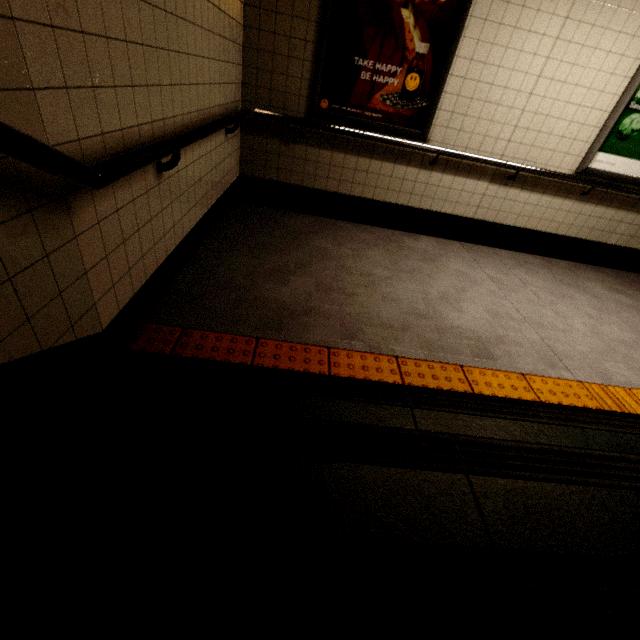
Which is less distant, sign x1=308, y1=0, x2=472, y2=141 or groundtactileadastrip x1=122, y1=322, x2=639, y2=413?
groundtactileadastrip x1=122, y1=322, x2=639, y2=413

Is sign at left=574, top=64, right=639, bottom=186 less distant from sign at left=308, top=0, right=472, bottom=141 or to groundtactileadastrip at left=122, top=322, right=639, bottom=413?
sign at left=308, top=0, right=472, bottom=141

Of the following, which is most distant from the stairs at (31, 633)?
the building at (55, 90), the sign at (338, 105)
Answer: the sign at (338, 105)

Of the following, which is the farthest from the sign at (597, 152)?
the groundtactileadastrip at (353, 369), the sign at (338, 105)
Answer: the groundtactileadastrip at (353, 369)

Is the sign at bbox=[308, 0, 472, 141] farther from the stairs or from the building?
the stairs

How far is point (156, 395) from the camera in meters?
1.3 m

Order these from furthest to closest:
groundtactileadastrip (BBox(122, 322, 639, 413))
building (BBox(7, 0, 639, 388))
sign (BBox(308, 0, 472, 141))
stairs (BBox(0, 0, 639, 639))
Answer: sign (BBox(308, 0, 472, 141)), groundtactileadastrip (BBox(122, 322, 639, 413)), building (BBox(7, 0, 639, 388)), stairs (BBox(0, 0, 639, 639))

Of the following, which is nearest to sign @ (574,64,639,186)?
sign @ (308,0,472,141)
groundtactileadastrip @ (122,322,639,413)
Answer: sign @ (308,0,472,141)
